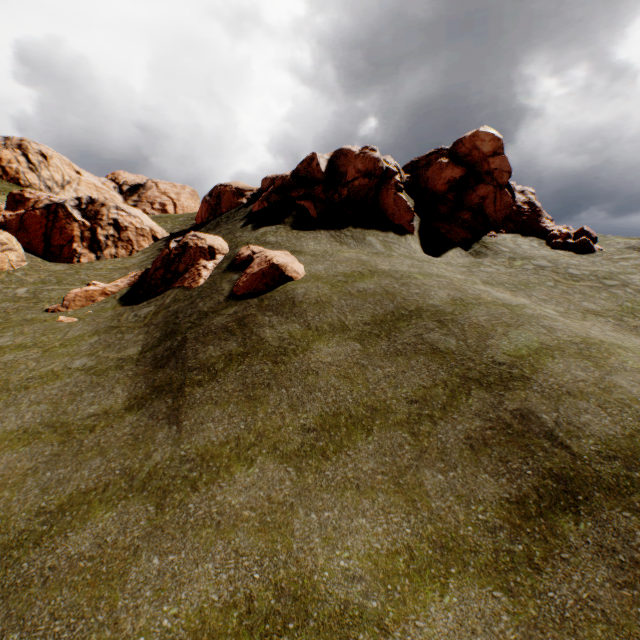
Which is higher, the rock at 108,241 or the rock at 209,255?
the rock at 108,241

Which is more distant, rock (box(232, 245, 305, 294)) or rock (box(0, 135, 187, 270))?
rock (box(0, 135, 187, 270))

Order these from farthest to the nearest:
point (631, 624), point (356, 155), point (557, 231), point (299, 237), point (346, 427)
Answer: point (557, 231) < point (356, 155) < point (299, 237) < point (346, 427) < point (631, 624)

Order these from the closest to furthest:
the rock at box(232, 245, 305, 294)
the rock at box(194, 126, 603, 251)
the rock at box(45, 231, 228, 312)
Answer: the rock at box(232, 245, 305, 294) → the rock at box(45, 231, 228, 312) → the rock at box(194, 126, 603, 251)

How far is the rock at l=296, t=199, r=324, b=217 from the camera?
20.0 meters

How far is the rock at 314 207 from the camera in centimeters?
2002cm

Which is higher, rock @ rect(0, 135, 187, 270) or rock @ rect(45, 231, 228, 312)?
rock @ rect(0, 135, 187, 270)
